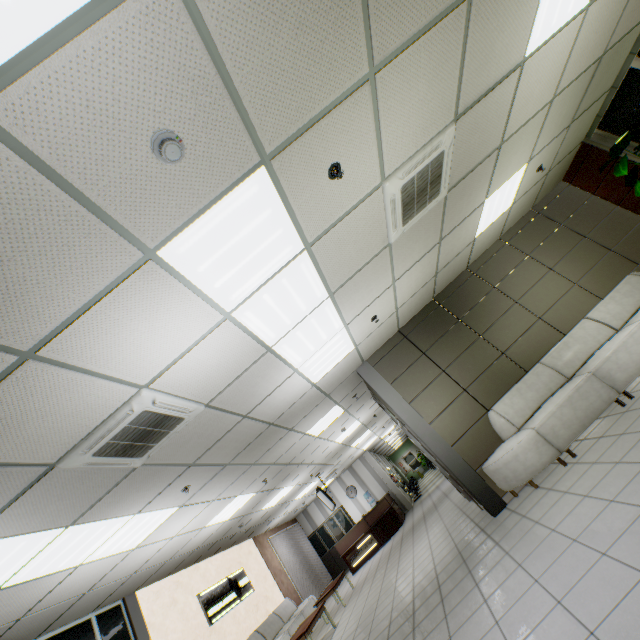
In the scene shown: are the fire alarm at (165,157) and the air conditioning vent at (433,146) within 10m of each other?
yes

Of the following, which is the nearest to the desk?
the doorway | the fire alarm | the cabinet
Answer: the cabinet

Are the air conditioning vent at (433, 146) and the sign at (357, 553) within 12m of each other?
no

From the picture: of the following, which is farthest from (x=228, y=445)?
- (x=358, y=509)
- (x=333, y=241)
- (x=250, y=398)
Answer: (x=358, y=509)

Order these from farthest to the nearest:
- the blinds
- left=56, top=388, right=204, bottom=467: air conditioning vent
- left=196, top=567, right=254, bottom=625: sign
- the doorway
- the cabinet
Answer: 1. the cabinet
2. the blinds
3. left=196, top=567, right=254, bottom=625: sign
4. the doorway
5. left=56, top=388, right=204, bottom=467: air conditioning vent

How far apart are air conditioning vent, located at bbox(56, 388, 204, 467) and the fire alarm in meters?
2.1

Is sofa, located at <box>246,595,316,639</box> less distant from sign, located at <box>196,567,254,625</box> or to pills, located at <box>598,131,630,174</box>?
sign, located at <box>196,567,254,625</box>

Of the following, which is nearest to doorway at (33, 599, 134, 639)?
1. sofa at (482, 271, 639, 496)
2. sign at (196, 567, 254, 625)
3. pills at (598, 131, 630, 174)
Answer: sign at (196, 567, 254, 625)
